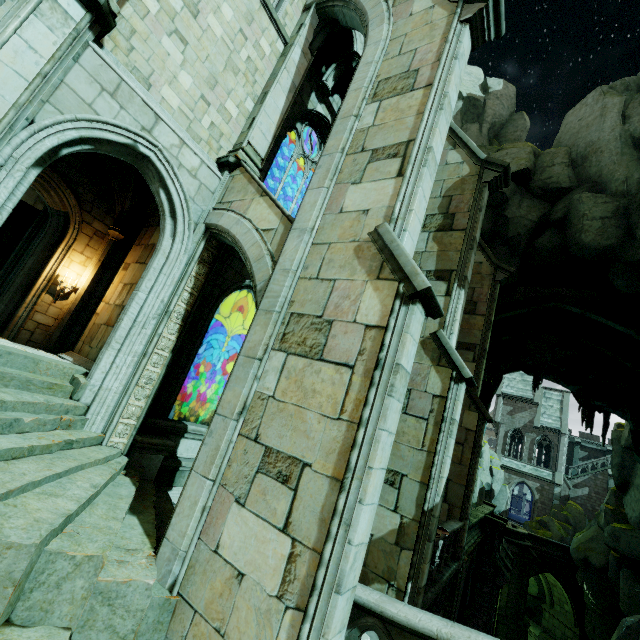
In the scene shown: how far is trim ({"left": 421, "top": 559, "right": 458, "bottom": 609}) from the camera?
7.3m

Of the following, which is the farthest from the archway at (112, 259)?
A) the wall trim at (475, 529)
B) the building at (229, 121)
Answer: the wall trim at (475, 529)

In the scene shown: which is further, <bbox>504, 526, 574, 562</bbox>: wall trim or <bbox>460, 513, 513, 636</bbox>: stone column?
<bbox>504, 526, 574, 562</bbox>: wall trim

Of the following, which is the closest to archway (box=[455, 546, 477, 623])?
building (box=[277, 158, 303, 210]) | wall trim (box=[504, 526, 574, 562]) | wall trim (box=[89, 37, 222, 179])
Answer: building (box=[277, 158, 303, 210])

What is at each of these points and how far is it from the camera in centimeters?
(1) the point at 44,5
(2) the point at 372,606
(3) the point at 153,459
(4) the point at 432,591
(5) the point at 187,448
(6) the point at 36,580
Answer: (1) stone column, 506cm
(2) bridge railing, 360cm
(3) column base, 735cm
(4) trim, 771cm
(5) wall trim, 851cm
(6) stone column, 343cm

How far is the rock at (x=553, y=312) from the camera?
17.2m

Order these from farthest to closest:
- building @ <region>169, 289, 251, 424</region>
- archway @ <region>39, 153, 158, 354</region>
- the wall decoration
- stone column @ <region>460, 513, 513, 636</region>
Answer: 1. stone column @ <region>460, 513, 513, 636</region>
2. building @ <region>169, 289, 251, 424</region>
3. archway @ <region>39, 153, 158, 354</region>
4. the wall decoration

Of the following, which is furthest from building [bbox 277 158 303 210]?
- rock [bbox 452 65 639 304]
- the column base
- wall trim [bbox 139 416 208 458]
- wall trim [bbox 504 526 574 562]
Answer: wall trim [bbox 504 526 574 562]
